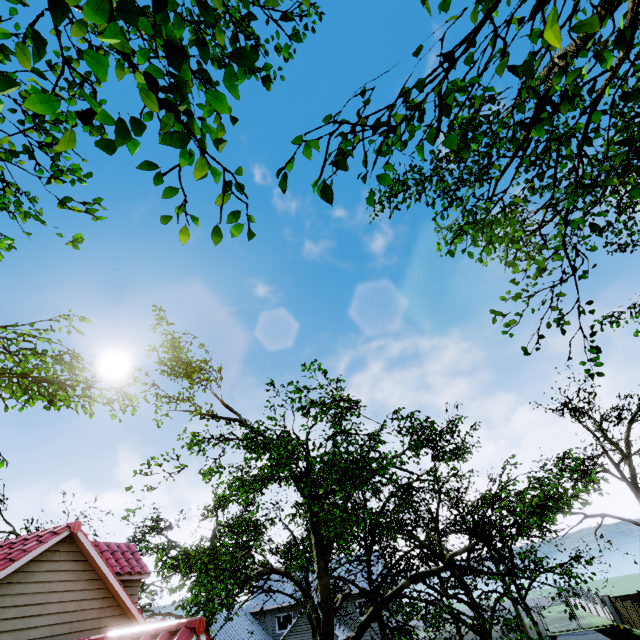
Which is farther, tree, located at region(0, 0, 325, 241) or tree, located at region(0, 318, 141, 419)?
tree, located at region(0, 318, 141, 419)

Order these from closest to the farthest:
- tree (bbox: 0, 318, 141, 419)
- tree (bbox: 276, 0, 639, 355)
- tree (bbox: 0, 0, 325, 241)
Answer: tree (bbox: 0, 0, 325, 241), tree (bbox: 276, 0, 639, 355), tree (bbox: 0, 318, 141, 419)

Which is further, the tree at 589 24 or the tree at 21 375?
the tree at 21 375

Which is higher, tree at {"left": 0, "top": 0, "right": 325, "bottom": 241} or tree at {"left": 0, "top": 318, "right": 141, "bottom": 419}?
tree at {"left": 0, "top": 318, "right": 141, "bottom": 419}

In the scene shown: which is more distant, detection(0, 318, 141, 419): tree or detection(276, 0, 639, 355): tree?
detection(0, 318, 141, 419): tree

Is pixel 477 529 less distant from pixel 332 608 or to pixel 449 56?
pixel 332 608
